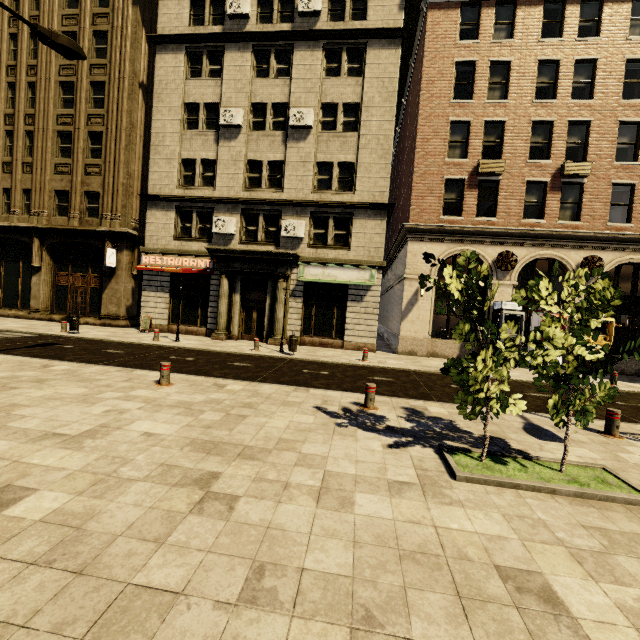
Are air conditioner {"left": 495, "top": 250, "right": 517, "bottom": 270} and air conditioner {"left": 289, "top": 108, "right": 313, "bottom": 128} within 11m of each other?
no

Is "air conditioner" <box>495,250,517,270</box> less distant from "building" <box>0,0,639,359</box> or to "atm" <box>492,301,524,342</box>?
"building" <box>0,0,639,359</box>

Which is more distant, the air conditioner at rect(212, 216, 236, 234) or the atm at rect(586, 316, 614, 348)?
the air conditioner at rect(212, 216, 236, 234)

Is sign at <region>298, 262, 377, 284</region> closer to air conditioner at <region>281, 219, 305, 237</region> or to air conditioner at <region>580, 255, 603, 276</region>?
air conditioner at <region>281, 219, 305, 237</region>

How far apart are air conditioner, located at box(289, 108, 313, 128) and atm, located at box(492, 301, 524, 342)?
13.3m

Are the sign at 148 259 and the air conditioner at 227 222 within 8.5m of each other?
yes

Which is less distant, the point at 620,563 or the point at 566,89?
the point at 620,563

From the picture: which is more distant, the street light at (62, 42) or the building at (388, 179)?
the building at (388, 179)
